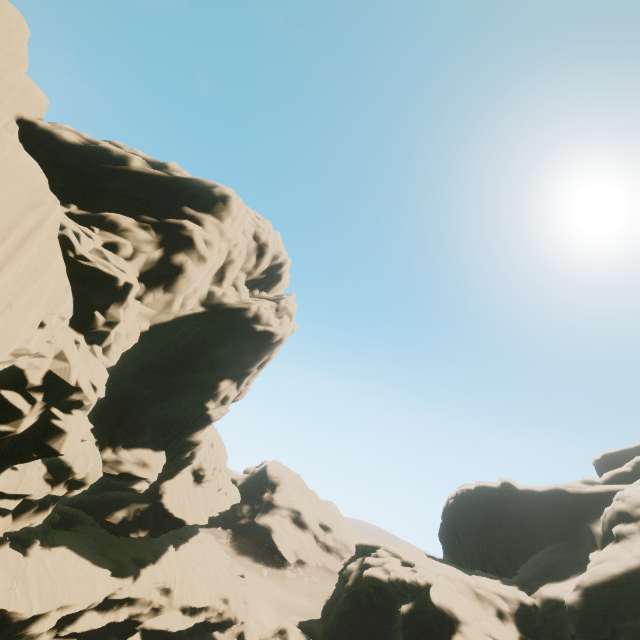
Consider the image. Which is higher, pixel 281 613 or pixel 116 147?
pixel 116 147
